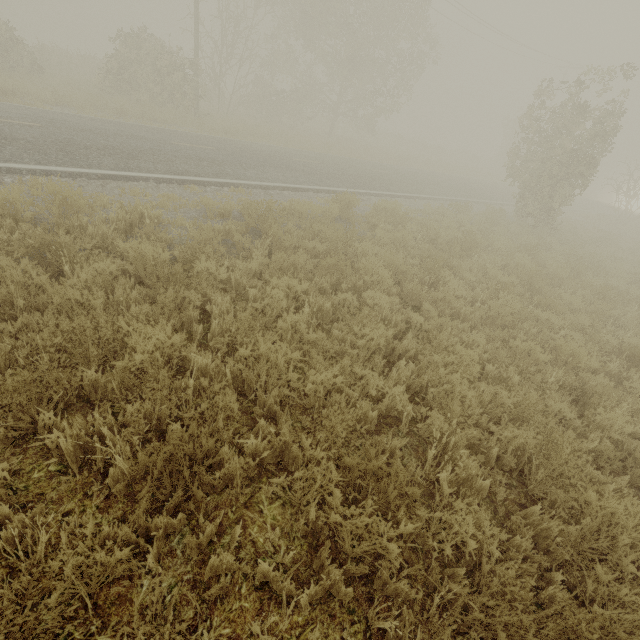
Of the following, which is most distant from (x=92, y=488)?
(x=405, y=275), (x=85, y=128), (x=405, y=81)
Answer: (x=405, y=81)
